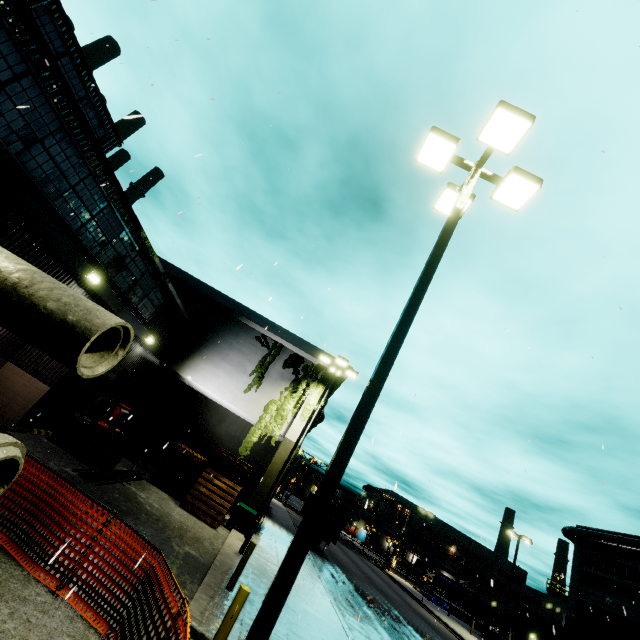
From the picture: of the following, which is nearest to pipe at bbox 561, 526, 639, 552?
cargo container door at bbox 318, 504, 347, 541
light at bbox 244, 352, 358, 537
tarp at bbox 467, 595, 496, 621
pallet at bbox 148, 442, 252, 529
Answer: tarp at bbox 467, 595, 496, 621

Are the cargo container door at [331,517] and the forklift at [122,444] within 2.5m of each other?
no

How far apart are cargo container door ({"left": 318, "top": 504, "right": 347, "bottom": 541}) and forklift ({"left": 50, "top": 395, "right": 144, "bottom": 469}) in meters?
18.2

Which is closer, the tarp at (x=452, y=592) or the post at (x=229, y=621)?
the post at (x=229, y=621)

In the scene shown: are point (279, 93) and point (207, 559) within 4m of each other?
no

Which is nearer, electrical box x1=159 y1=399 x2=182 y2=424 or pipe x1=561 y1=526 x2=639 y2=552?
electrical box x1=159 y1=399 x2=182 y2=424

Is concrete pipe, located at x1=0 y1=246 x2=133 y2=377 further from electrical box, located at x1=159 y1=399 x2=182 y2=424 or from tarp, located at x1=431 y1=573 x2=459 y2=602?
tarp, located at x1=431 y1=573 x2=459 y2=602

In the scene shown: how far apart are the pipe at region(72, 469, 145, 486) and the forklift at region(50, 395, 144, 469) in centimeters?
5cm
